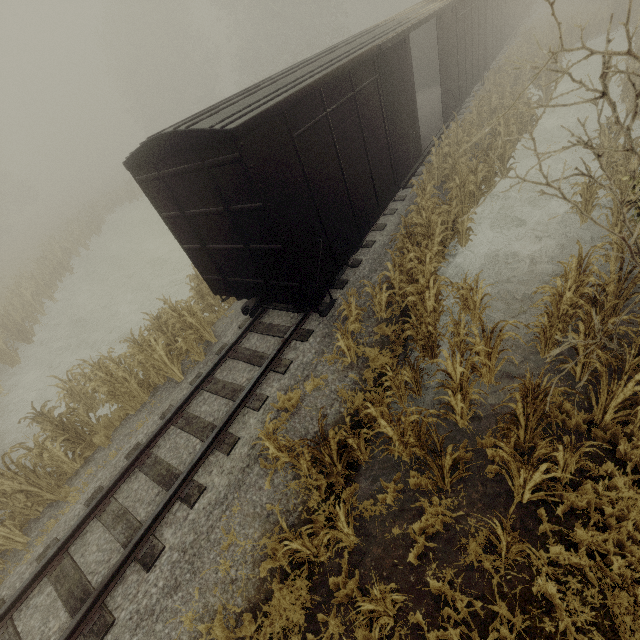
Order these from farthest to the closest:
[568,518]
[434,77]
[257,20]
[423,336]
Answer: [257,20] < [434,77] < [423,336] < [568,518]

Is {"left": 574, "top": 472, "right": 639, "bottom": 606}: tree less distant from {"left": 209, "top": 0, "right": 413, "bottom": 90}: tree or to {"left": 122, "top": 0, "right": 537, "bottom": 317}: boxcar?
{"left": 122, "top": 0, "right": 537, "bottom": 317}: boxcar

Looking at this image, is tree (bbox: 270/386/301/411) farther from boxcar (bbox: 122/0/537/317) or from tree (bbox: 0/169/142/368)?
tree (bbox: 0/169/142/368)

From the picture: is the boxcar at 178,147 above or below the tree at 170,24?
below

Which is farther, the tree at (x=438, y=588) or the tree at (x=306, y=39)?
the tree at (x=306, y=39)

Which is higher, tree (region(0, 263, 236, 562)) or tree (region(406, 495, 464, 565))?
tree (region(0, 263, 236, 562))

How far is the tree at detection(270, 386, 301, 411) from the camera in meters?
6.6

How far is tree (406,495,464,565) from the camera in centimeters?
475cm
